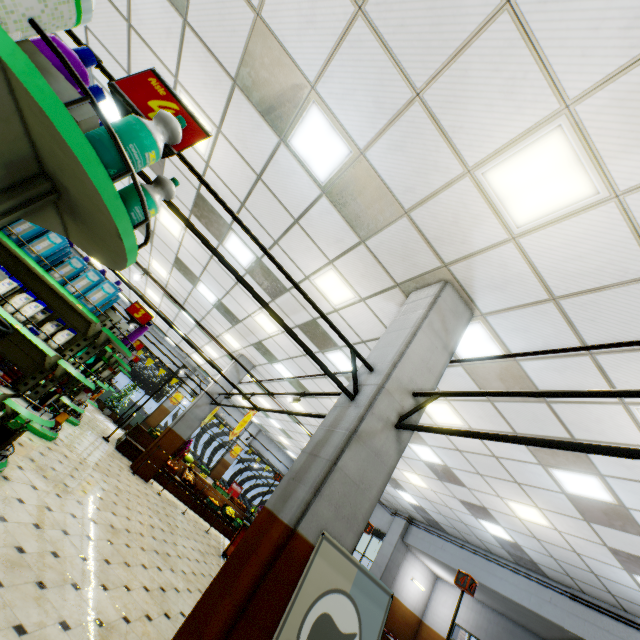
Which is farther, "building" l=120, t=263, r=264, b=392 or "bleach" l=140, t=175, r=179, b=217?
"building" l=120, t=263, r=264, b=392

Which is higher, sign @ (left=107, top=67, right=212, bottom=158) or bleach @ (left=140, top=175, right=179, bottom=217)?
sign @ (left=107, top=67, right=212, bottom=158)

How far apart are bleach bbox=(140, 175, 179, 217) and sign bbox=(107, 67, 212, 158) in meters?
0.1 m

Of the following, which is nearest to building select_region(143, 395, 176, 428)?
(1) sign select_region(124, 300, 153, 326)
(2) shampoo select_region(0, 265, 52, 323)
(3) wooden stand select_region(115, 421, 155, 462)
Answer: (3) wooden stand select_region(115, 421, 155, 462)

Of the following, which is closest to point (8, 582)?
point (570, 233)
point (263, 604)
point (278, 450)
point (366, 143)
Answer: point (263, 604)

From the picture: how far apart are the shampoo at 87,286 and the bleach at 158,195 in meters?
3.3

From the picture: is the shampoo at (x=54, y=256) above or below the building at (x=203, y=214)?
below

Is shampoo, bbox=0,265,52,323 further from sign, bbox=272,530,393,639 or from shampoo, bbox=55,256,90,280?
sign, bbox=272,530,393,639
